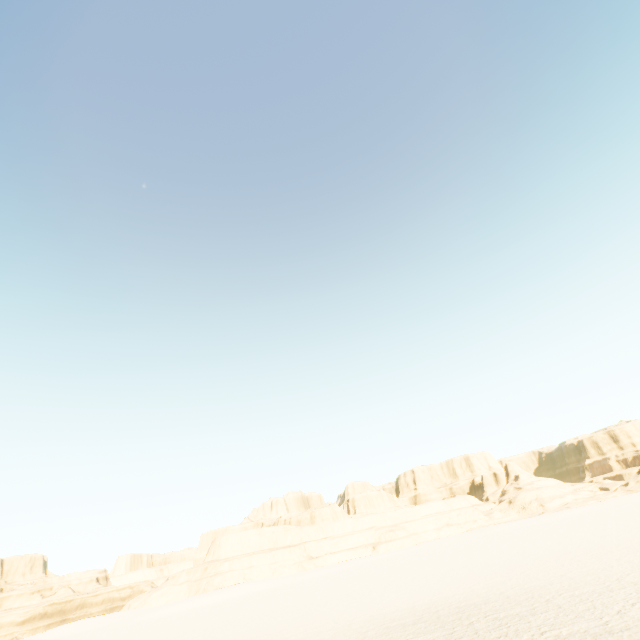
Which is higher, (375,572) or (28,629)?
(28,629)
